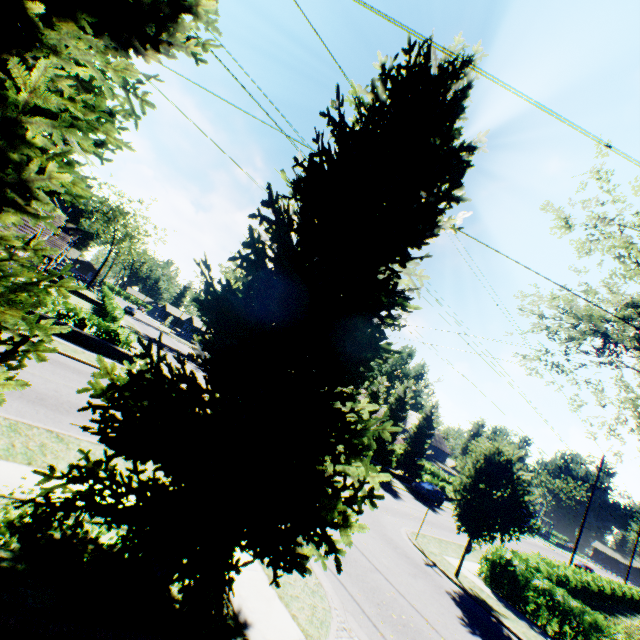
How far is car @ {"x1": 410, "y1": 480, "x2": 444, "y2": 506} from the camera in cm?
3234

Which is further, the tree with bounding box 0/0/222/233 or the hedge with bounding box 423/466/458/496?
the hedge with bounding box 423/466/458/496

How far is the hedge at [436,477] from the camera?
42.4m

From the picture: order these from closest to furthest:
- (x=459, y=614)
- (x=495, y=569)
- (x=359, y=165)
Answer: (x=359, y=165), (x=459, y=614), (x=495, y=569)

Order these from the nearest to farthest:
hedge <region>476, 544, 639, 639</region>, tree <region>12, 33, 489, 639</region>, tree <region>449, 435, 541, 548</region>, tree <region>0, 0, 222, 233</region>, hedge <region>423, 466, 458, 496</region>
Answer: tree <region>0, 0, 222, 233</region>
tree <region>12, 33, 489, 639</region>
hedge <region>476, 544, 639, 639</region>
tree <region>449, 435, 541, 548</region>
hedge <region>423, 466, 458, 496</region>

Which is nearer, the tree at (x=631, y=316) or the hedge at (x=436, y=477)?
the tree at (x=631, y=316)

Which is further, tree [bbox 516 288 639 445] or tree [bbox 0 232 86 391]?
tree [bbox 516 288 639 445]
